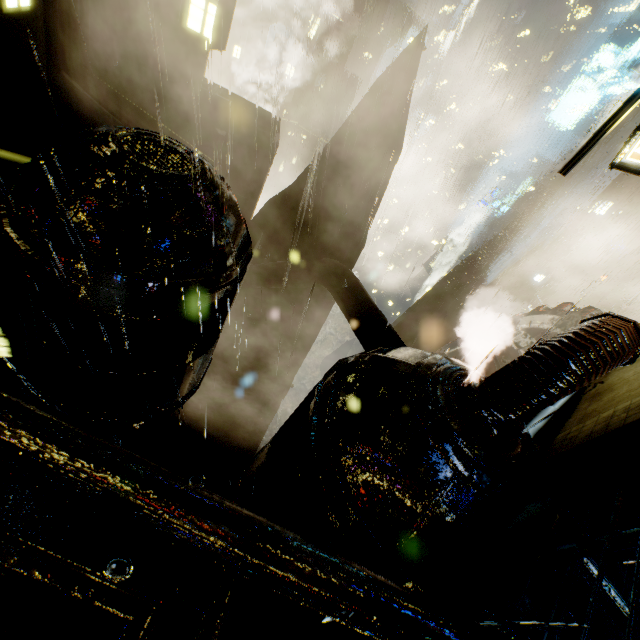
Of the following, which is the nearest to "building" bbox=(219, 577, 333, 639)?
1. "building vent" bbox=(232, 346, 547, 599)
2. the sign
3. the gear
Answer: "building vent" bbox=(232, 346, 547, 599)

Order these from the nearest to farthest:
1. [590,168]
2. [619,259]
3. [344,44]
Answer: [590,168] < [619,259] < [344,44]

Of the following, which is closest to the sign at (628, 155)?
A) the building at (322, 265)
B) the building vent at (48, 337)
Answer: the building at (322, 265)

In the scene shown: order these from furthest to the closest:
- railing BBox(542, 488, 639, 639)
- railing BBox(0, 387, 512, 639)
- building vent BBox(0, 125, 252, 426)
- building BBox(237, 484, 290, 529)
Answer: building vent BBox(0, 125, 252, 426)
building BBox(237, 484, 290, 529)
railing BBox(542, 488, 639, 639)
railing BBox(0, 387, 512, 639)

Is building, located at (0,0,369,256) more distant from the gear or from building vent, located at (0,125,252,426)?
the gear

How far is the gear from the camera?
15.6 meters

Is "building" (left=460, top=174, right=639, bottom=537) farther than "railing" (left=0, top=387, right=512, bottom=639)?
Yes

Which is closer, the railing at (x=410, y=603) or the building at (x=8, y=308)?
the railing at (x=410, y=603)
